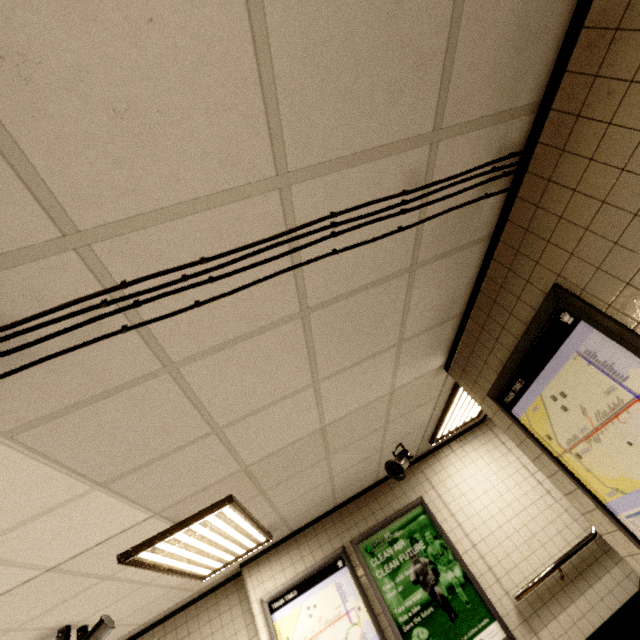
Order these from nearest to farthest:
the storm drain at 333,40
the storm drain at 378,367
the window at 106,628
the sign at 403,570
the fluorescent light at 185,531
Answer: the storm drain at 333,40, the storm drain at 378,367, the fluorescent light at 185,531, the window at 106,628, the sign at 403,570

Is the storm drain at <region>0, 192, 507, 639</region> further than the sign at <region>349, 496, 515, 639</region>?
No

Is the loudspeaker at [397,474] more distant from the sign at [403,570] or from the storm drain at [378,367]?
the sign at [403,570]

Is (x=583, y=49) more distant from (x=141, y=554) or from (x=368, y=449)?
(x=141, y=554)

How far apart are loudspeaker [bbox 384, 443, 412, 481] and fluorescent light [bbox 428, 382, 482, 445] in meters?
0.6

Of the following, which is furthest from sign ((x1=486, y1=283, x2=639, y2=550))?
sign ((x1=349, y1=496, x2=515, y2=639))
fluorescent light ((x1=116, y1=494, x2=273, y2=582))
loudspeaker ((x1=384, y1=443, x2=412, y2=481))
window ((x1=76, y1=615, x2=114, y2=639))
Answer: window ((x1=76, y1=615, x2=114, y2=639))

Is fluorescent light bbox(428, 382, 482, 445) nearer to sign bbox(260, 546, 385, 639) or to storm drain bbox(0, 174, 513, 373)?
storm drain bbox(0, 174, 513, 373)

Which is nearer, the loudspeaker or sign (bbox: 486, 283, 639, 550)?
sign (bbox: 486, 283, 639, 550)
